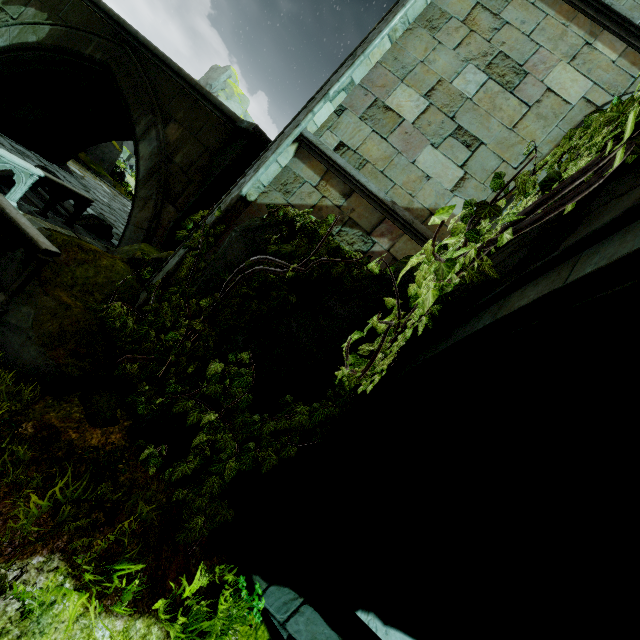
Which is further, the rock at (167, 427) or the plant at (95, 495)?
the rock at (167, 427)

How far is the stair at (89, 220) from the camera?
8.98m

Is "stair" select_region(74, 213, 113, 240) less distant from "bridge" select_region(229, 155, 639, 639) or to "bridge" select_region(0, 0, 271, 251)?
"bridge" select_region(0, 0, 271, 251)

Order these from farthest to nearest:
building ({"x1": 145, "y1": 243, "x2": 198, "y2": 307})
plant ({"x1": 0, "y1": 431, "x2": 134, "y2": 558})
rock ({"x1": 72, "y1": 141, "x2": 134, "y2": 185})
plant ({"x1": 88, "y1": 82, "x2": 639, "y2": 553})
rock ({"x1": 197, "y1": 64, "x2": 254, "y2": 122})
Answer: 1. rock ({"x1": 197, "y1": 64, "x2": 254, "y2": 122})
2. rock ({"x1": 72, "y1": 141, "x2": 134, "y2": 185})
3. building ({"x1": 145, "y1": 243, "x2": 198, "y2": 307})
4. plant ({"x1": 0, "y1": 431, "x2": 134, "y2": 558})
5. plant ({"x1": 88, "y1": 82, "x2": 639, "y2": 553})

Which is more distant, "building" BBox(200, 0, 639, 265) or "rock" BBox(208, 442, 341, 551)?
"building" BBox(200, 0, 639, 265)

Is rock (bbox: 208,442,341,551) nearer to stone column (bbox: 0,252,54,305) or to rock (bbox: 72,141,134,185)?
stone column (bbox: 0,252,54,305)

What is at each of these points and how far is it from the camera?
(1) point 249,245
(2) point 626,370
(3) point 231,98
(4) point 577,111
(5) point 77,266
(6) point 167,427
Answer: (1) rock, 4.6m
(2) bridge, 1.4m
(3) rock, 44.4m
(4) building, 5.1m
(5) rock, 5.0m
(6) rock, 3.9m

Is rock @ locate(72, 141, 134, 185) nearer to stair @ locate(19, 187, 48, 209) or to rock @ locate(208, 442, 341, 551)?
stair @ locate(19, 187, 48, 209)
